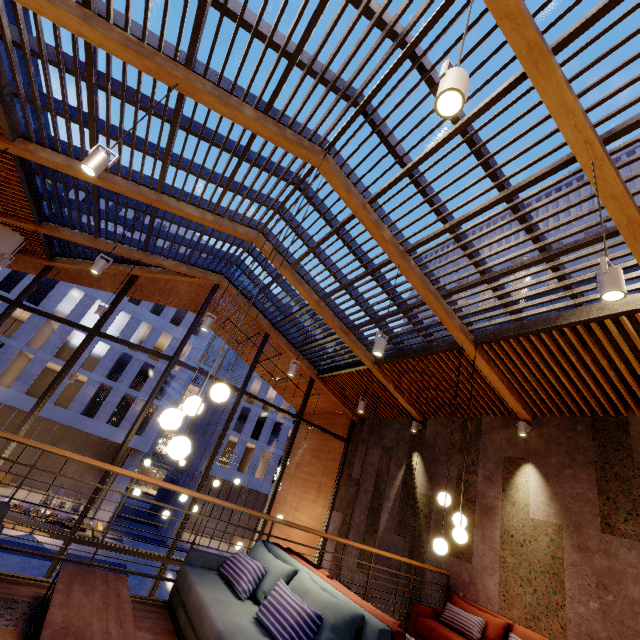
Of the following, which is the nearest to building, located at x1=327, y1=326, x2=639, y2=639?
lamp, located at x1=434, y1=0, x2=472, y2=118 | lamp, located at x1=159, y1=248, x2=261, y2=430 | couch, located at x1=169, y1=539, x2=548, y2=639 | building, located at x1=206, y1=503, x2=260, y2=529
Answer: couch, located at x1=169, y1=539, x2=548, y2=639

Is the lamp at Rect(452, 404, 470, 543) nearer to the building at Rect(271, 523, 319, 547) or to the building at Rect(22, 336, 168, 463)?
the building at Rect(271, 523, 319, 547)

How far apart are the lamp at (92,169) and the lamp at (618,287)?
4.6m

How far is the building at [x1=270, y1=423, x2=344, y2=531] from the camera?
10.1m

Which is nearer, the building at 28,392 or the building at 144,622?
the building at 144,622

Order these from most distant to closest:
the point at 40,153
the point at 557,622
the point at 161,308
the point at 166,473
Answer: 1. the point at 166,473
2. the point at 161,308
3. the point at 40,153
4. the point at 557,622

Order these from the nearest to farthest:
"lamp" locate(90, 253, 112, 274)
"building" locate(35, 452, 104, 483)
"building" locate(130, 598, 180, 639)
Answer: "building" locate(130, 598, 180, 639)
"lamp" locate(90, 253, 112, 274)
"building" locate(35, 452, 104, 483)

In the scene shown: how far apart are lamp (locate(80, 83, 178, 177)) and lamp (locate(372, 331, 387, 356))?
3.8 meters
